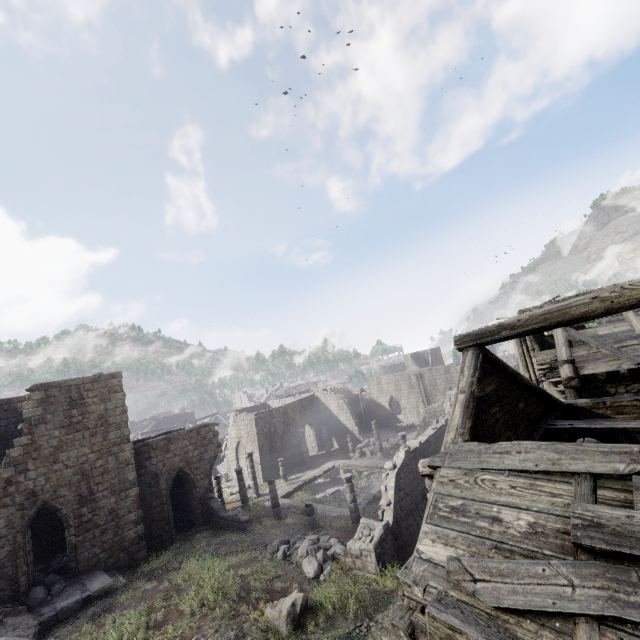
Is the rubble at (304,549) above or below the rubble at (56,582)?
below

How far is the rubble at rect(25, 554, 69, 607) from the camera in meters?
14.4 m

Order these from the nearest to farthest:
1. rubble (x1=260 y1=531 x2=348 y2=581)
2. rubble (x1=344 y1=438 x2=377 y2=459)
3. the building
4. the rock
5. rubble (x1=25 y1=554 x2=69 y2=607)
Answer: the building, the rock, rubble (x1=260 y1=531 x2=348 y2=581), rubble (x1=25 y1=554 x2=69 y2=607), rubble (x1=344 y1=438 x2=377 y2=459)

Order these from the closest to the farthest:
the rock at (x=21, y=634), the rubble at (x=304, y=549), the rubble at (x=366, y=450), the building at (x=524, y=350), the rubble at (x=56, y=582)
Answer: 1. the building at (x=524, y=350)
2. the rock at (x=21, y=634)
3. the rubble at (x=304, y=549)
4. the rubble at (x=56, y=582)
5. the rubble at (x=366, y=450)

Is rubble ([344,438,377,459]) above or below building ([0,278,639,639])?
below

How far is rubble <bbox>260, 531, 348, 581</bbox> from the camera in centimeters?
1370cm

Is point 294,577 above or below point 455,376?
below

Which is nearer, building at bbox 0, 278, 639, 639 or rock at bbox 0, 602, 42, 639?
building at bbox 0, 278, 639, 639
